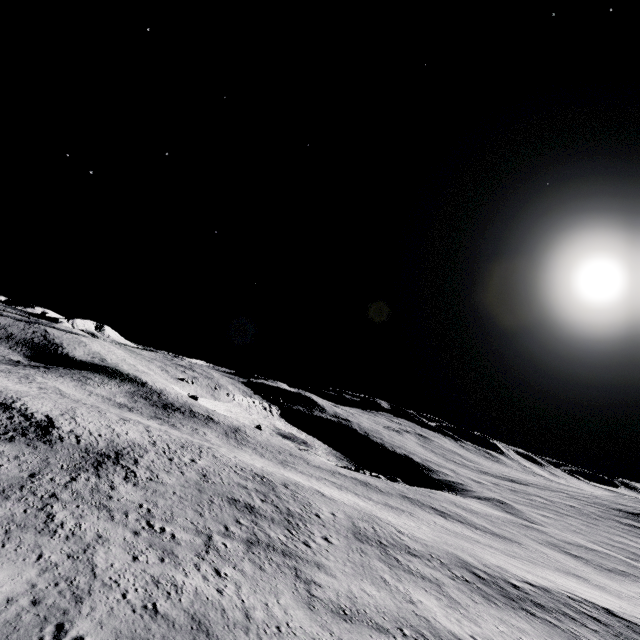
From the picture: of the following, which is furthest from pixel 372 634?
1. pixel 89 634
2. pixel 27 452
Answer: pixel 27 452
